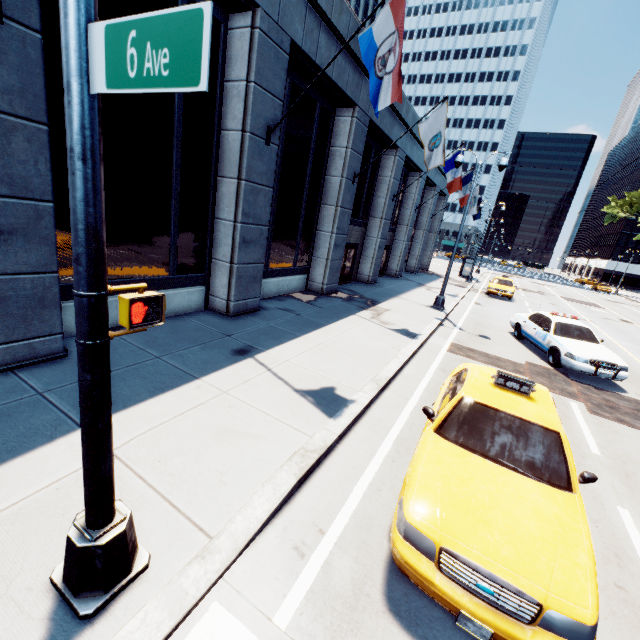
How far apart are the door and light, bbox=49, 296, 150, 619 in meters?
14.7 m

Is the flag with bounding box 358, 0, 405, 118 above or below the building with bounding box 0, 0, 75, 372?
above

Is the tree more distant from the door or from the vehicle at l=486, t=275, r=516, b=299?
the door

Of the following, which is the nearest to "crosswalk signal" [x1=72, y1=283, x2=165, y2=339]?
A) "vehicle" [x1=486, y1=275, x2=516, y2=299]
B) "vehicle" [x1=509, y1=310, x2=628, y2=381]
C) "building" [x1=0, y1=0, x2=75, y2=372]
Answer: "building" [x1=0, y1=0, x2=75, y2=372]

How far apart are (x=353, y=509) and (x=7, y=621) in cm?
331

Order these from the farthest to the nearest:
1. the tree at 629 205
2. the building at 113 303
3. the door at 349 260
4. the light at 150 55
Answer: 1. the tree at 629 205
2. the door at 349 260
3. the building at 113 303
4. the light at 150 55

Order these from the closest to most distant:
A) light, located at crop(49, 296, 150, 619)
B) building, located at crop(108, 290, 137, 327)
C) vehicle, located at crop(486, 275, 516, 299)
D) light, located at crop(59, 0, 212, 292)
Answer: light, located at crop(59, 0, 212, 292) → light, located at crop(49, 296, 150, 619) → building, located at crop(108, 290, 137, 327) → vehicle, located at crop(486, 275, 516, 299)

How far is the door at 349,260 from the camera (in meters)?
17.86
